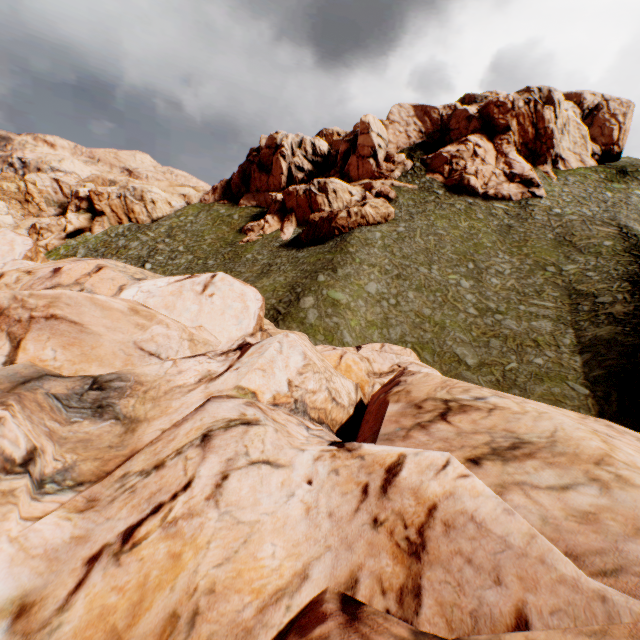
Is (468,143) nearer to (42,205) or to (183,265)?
(183,265)
